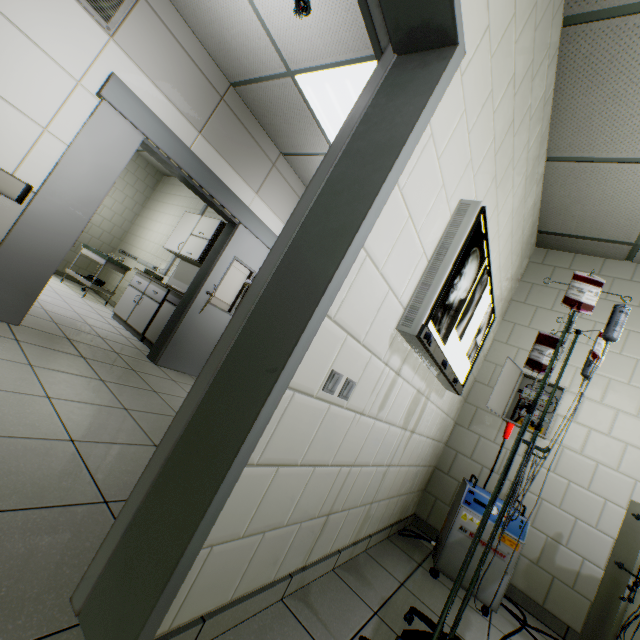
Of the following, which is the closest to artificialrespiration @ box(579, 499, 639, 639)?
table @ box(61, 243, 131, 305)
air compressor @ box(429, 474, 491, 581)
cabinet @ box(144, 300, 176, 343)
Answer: air compressor @ box(429, 474, 491, 581)

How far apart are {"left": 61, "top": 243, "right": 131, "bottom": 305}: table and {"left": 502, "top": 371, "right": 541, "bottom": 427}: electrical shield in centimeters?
673cm

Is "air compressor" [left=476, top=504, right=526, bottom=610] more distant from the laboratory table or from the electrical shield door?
the laboratory table

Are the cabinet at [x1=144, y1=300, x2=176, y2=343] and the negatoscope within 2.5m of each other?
no

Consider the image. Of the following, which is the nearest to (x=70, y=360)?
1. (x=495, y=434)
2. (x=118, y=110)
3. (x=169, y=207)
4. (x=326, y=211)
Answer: (x=118, y=110)

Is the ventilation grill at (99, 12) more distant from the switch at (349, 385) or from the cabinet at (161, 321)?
the switch at (349, 385)

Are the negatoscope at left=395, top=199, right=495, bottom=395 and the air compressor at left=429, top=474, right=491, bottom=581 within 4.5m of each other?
yes

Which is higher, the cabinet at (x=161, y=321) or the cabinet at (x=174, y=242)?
the cabinet at (x=174, y=242)
